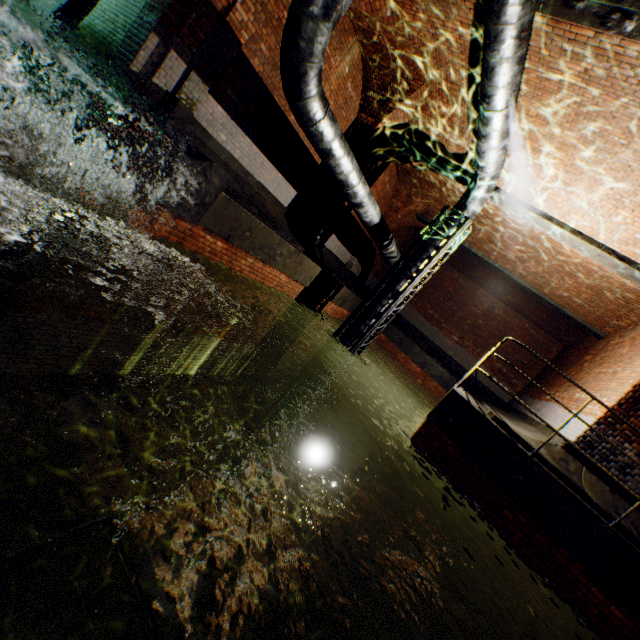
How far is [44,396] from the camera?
5.4 meters

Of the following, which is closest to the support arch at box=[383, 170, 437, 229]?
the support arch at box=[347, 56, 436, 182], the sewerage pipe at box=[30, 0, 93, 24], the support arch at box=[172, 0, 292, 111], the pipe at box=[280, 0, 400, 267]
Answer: the support arch at box=[347, 56, 436, 182]

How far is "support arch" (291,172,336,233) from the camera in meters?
10.2 m

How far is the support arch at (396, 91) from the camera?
7.90m

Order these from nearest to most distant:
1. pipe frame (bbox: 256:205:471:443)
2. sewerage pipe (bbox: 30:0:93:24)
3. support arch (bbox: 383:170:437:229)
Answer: sewerage pipe (bbox: 30:0:93:24)
pipe frame (bbox: 256:205:471:443)
support arch (bbox: 383:170:437:229)

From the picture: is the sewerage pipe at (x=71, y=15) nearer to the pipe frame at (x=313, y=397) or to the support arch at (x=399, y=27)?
the support arch at (x=399, y=27)

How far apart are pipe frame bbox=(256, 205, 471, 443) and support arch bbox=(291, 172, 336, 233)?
2.6 meters
